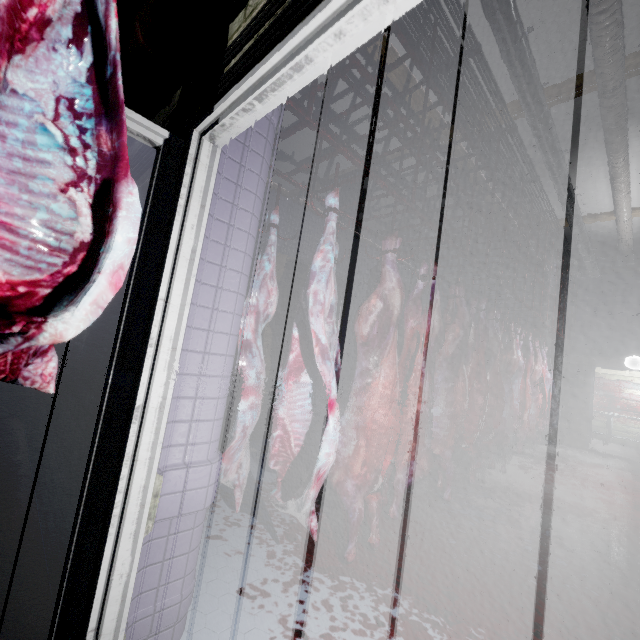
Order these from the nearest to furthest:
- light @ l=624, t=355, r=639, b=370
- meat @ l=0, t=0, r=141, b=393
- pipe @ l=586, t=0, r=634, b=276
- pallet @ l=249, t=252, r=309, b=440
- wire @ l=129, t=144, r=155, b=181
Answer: meat @ l=0, t=0, r=141, b=393 → wire @ l=129, t=144, r=155, b=181 → pipe @ l=586, t=0, r=634, b=276 → pallet @ l=249, t=252, r=309, b=440 → light @ l=624, t=355, r=639, b=370

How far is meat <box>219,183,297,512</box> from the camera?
1.7m

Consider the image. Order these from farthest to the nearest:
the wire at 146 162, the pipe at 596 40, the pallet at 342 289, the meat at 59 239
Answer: the pallet at 342 289 < the pipe at 596 40 < the wire at 146 162 < the meat at 59 239

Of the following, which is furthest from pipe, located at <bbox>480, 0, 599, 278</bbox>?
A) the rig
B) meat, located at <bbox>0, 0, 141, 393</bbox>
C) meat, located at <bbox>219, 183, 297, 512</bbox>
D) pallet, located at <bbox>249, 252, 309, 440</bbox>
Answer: pallet, located at <bbox>249, 252, 309, 440</bbox>

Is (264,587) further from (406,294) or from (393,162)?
(393,162)

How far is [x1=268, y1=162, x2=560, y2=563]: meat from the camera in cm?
164

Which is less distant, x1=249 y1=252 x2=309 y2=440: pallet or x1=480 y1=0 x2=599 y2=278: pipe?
x1=480 y1=0 x2=599 y2=278: pipe

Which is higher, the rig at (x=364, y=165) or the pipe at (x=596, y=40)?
the pipe at (x=596, y=40)
